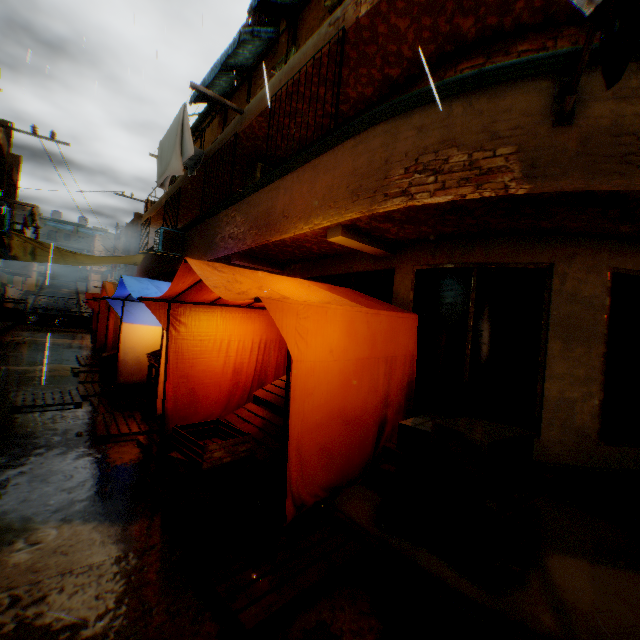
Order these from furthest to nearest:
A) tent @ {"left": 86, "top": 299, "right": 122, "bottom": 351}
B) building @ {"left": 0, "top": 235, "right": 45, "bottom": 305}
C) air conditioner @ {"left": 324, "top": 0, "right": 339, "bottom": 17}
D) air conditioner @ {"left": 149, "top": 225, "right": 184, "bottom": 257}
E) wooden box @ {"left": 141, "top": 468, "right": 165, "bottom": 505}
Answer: building @ {"left": 0, "top": 235, "right": 45, "bottom": 305}
air conditioner @ {"left": 149, "top": 225, "right": 184, "bottom": 257}
tent @ {"left": 86, "top": 299, "right": 122, "bottom": 351}
air conditioner @ {"left": 324, "top": 0, "right": 339, "bottom": 17}
wooden box @ {"left": 141, "top": 468, "right": 165, "bottom": 505}

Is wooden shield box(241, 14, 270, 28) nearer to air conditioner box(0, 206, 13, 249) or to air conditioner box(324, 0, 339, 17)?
air conditioner box(0, 206, 13, 249)

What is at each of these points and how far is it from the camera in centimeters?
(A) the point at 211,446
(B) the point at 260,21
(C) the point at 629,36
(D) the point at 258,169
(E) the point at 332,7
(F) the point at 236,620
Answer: (A) wooden box, 285cm
(B) wooden shield, 1079cm
(C) flag, 149cm
(D) air conditioner, 852cm
(E) air conditioner, 676cm
(F) wooden pallet, 207cm

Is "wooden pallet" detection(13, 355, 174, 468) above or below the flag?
below

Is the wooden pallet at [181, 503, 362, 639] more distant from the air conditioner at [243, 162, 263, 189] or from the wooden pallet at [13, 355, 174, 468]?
the air conditioner at [243, 162, 263, 189]

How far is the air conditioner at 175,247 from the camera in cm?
1027

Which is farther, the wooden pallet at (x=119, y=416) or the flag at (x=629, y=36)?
the wooden pallet at (x=119, y=416)

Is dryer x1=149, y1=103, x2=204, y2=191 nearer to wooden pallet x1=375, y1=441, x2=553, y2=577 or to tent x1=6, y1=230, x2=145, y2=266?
tent x1=6, y1=230, x2=145, y2=266
